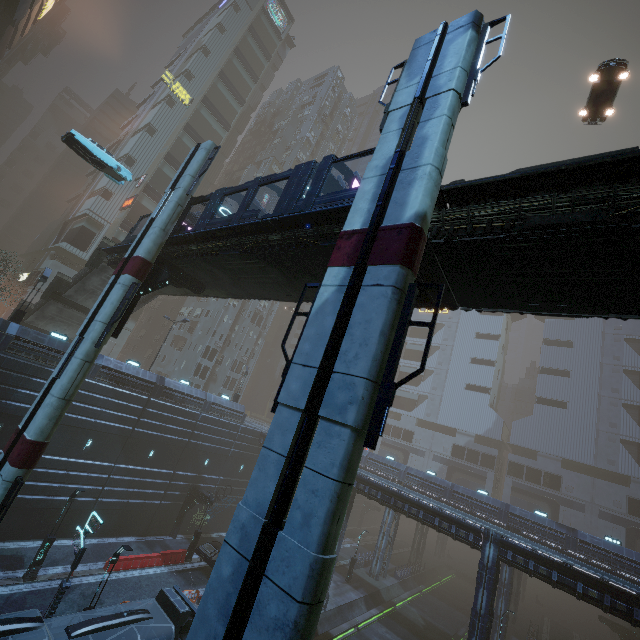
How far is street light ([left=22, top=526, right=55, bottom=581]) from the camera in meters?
20.1

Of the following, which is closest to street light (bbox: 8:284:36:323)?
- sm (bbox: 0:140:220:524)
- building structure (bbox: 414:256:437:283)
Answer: sm (bbox: 0:140:220:524)

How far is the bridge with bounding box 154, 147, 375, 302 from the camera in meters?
11.4

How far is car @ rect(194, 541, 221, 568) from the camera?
26.61m

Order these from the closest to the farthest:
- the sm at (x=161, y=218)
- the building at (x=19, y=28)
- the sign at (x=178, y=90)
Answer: the sm at (x=161, y=218)
the building at (x=19, y=28)
the sign at (x=178, y=90)

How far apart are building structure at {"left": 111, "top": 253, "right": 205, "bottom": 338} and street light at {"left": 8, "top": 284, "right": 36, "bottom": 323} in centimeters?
1463cm

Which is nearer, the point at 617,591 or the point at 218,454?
the point at 617,591

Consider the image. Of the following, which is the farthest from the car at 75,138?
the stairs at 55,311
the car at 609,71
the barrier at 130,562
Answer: the car at 609,71
